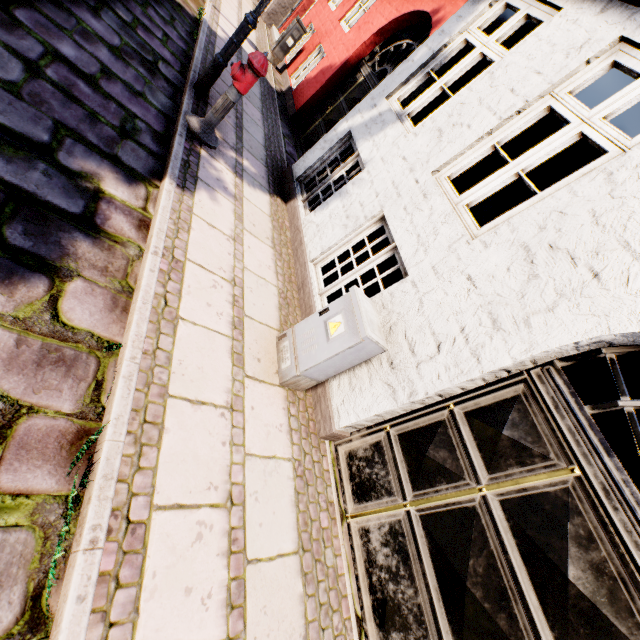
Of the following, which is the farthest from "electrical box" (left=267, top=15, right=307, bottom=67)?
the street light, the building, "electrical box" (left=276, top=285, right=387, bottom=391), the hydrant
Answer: "electrical box" (left=276, top=285, right=387, bottom=391)

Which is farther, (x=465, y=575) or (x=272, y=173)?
(x=272, y=173)

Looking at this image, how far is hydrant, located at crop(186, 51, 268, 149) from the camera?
3.7m

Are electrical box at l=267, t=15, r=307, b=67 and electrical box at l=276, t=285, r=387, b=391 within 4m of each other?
no

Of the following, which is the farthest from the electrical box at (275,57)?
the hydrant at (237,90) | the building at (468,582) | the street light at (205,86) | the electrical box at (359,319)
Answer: the electrical box at (359,319)

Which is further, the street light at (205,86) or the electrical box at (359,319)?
the street light at (205,86)

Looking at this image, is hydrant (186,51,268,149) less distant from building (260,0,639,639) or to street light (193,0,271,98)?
street light (193,0,271,98)

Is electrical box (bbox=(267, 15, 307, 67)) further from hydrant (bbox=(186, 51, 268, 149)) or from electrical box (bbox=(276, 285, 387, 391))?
electrical box (bbox=(276, 285, 387, 391))
